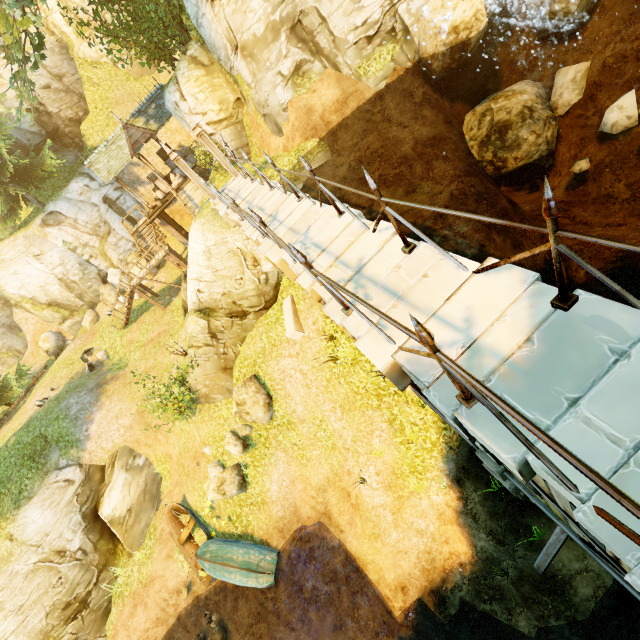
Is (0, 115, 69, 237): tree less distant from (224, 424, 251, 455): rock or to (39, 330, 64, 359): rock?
(39, 330, 64, 359): rock

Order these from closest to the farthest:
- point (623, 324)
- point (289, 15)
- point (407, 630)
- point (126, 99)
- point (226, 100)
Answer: point (623, 324) → point (407, 630) → point (289, 15) → point (226, 100) → point (126, 99)

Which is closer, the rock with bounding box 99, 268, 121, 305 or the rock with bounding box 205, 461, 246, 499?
the rock with bounding box 205, 461, 246, 499

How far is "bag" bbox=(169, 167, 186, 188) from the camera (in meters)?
22.56

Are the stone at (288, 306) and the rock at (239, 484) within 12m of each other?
yes

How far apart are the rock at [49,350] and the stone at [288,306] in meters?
24.5 m

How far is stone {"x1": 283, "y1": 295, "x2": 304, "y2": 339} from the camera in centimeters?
1177cm

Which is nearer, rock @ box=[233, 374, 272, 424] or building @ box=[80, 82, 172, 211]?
rock @ box=[233, 374, 272, 424]
